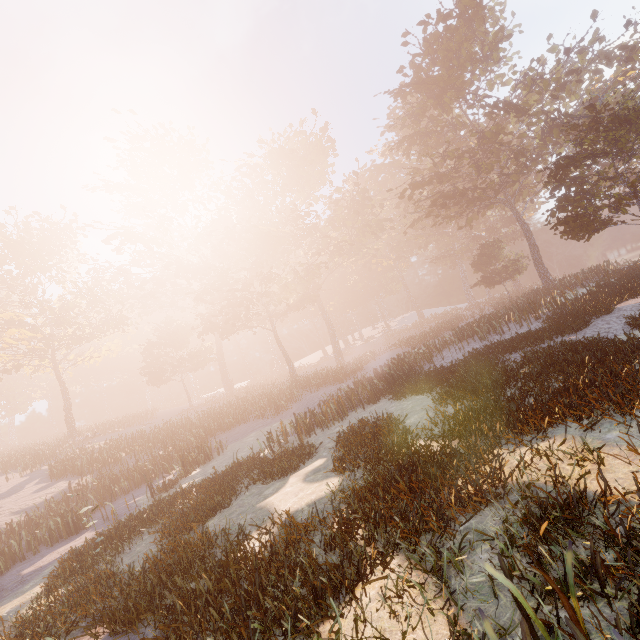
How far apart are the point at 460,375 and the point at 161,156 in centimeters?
5065cm
